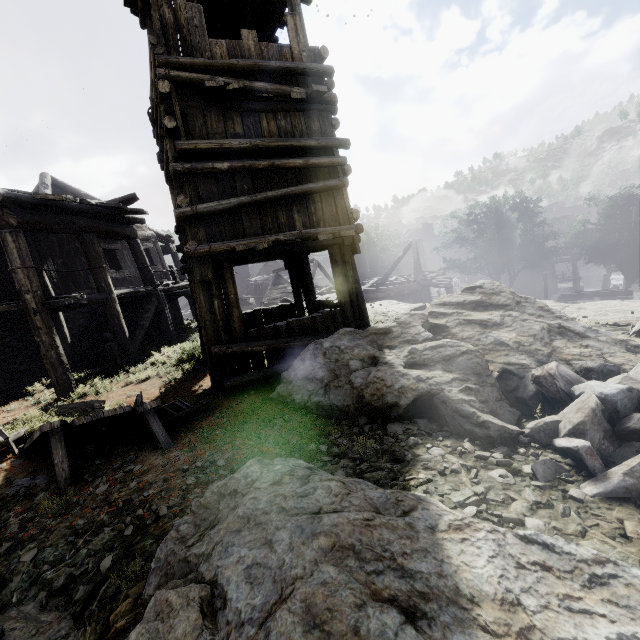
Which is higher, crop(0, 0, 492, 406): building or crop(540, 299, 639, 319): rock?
crop(0, 0, 492, 406): building

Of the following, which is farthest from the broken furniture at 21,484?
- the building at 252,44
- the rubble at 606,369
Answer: the rubble at 606,369

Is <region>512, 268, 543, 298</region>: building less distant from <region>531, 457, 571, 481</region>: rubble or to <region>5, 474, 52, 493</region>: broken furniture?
<region>5, 474, 52, 493</region>: broken furniture

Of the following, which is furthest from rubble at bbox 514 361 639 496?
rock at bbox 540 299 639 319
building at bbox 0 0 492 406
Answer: building at bbox 0 0 492 406

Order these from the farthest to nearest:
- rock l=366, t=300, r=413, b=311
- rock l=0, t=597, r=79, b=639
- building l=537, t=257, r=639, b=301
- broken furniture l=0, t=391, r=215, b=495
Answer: building l=537, t=257, r=639, b=301 → rock l=366, t=300, r=413, b=311 → broken furniture l=0, t=391, r=215, b=495 → rock l=0, t=597, r=79, b=639

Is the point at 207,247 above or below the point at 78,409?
above

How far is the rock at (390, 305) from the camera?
12.9m

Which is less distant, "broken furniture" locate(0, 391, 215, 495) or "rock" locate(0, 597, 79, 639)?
"rock" locate(0, 597, 79, 639)
